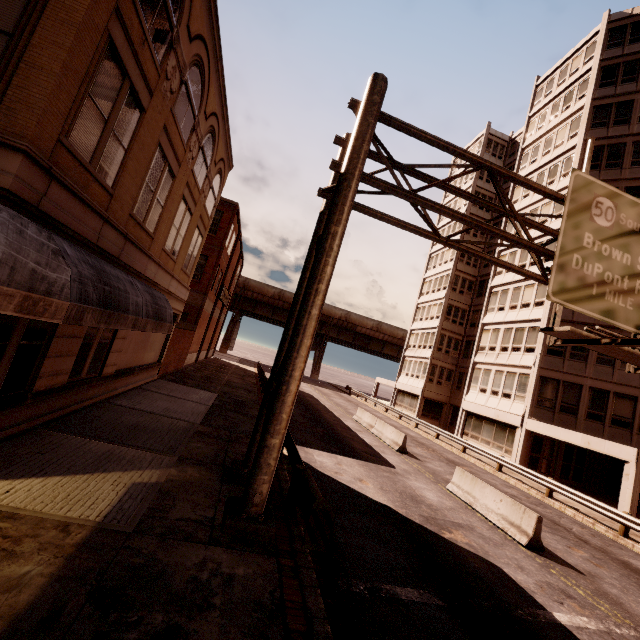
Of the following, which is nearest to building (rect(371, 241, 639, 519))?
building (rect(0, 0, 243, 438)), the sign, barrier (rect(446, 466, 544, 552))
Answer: the sign

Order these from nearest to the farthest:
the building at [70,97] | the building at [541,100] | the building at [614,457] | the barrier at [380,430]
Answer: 1. the building at [70,97]
2. the barrier at [380,430]
3. the building at [614,457]
4. the building at [541,100]

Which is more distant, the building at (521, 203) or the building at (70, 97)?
the building at (521, 203)

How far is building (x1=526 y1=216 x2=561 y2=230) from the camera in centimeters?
2555cm

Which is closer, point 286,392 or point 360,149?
point 286,392

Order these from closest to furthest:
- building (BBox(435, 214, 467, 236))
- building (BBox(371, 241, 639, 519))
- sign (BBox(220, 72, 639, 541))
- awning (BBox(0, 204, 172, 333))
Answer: awning (BBox(0, 204, 172, 333))
sign (BBox(220, 72, 639, 541))
building (BBox(371, 241, 639, 519))
building (BBox(435, 214, 467, 236))
